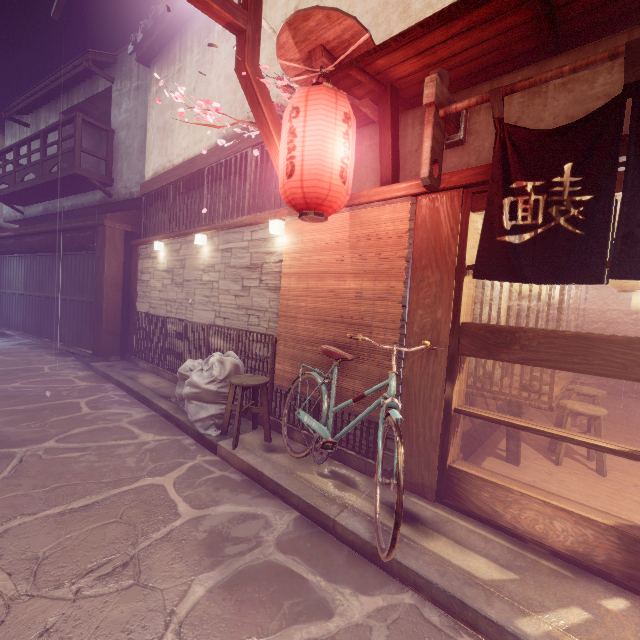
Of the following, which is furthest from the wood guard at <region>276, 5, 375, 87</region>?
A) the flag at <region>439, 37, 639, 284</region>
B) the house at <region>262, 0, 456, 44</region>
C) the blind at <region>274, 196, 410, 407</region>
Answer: the blind at <region>274, 196, 410, 407</region>

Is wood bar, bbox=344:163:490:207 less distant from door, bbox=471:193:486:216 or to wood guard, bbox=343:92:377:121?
door, bbox=471:193:486:216

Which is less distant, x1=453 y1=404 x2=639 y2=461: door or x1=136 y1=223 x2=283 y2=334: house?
x1=453 y1=404 x2=639 y2=461: door

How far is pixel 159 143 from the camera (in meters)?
13.55

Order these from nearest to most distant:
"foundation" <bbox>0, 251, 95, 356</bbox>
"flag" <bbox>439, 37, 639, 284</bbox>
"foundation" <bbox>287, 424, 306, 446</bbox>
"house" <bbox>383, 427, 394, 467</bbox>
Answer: "flag" <bbox>439, 37, 639, 284</bbox>, "house" <bbox>383, 427, 394, 467</bbox>, "foundation" <bbox>287, 424, 306, 446</bbox>, "foundation" <bbox>0, 251, 95, 356</bbox>

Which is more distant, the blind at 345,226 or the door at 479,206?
the blind at 345,226

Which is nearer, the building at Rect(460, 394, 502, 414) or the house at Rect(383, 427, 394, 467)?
the house at Rect(383, 427, 394, 467)

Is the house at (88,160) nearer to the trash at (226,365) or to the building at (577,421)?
the trash at (226,365)
